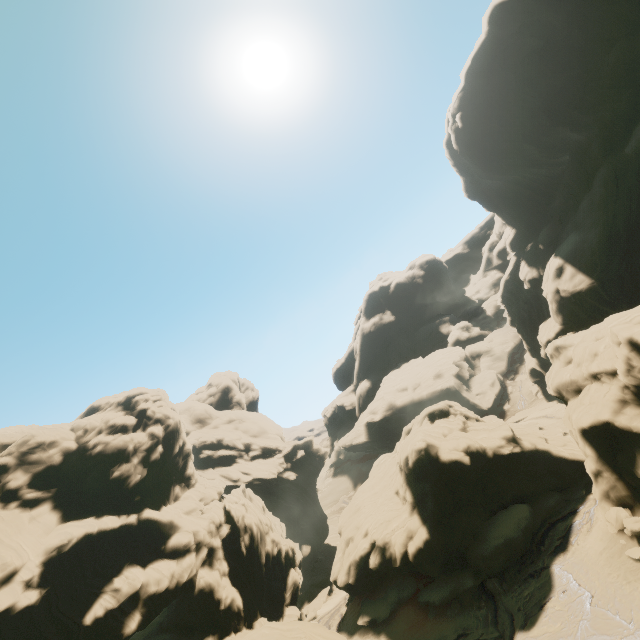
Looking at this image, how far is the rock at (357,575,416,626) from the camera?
29.3m

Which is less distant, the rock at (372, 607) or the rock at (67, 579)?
the rock at (67, 579)

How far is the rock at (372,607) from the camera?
29.30m

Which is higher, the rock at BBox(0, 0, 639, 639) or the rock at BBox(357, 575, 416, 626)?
the rock at BBox(0, 0, 639, 639)

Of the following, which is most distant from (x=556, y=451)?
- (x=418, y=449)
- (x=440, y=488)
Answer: (x=418, y=449)

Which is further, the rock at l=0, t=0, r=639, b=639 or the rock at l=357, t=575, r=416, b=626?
the rock at l=357, t=575, r=416, b=626
